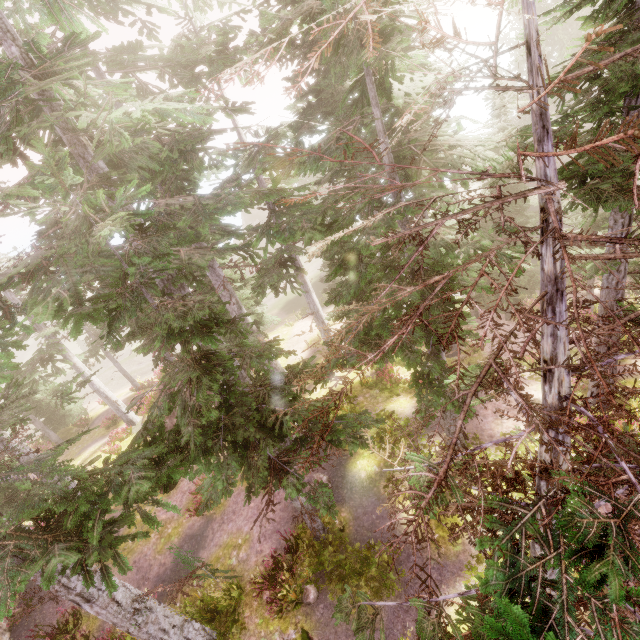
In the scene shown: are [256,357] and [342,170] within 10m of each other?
no

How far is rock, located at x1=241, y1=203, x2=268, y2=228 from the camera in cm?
5281

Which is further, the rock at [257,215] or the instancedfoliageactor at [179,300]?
the rock at [257,215]

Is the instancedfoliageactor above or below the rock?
above

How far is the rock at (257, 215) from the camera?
52.81m

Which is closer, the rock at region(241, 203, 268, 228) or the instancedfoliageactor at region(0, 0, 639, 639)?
the instancedfoliageactor at region(0, 0, 639, 639)
